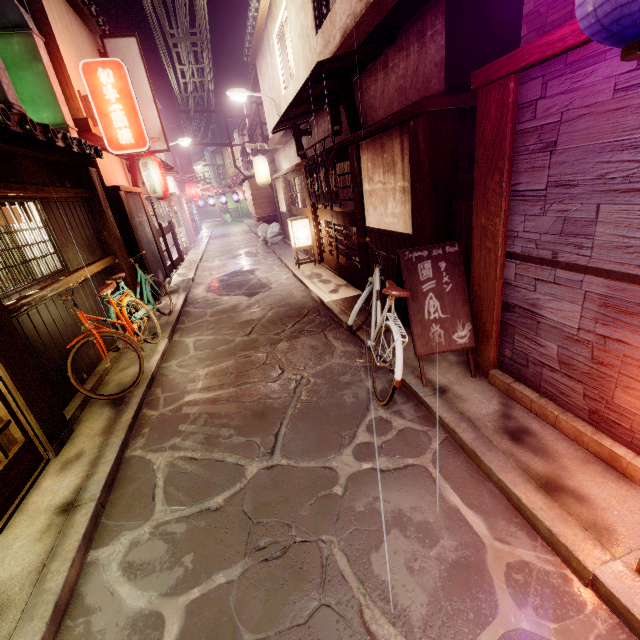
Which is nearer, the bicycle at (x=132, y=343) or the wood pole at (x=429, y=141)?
the wood pole at (x=429, y=141)

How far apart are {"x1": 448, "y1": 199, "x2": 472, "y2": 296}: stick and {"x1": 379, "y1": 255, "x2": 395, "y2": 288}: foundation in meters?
0.9

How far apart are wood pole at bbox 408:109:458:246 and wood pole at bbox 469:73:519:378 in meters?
1.4 m

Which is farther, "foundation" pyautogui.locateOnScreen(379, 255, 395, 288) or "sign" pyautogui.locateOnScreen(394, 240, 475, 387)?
"foundation" pyautogui.locateOnScreen(379, 255, 395, 288)

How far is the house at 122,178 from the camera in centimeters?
1409cm

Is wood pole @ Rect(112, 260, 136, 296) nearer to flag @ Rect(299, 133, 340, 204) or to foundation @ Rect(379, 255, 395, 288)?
flag @ Rect(299, 133, 340, 204)

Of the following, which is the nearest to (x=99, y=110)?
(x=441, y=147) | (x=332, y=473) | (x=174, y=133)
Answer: (x=441, y=147)

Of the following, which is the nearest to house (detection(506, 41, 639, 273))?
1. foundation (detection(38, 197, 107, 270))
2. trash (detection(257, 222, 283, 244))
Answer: foundation (detection(38, 197, 107, 270))
